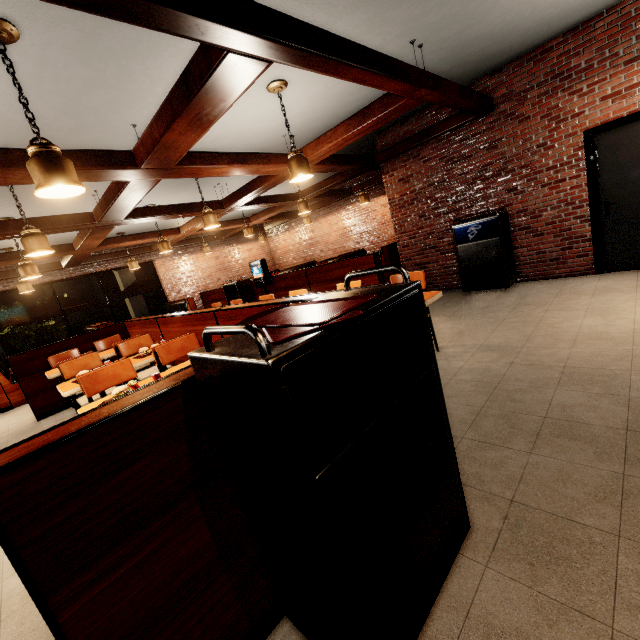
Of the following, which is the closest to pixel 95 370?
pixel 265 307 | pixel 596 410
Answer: pixel 265 307

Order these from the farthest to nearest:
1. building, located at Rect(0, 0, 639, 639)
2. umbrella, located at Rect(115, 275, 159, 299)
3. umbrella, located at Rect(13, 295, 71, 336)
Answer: umbrella, located at Rect(115, 275, 159, 299), umbrella, located at Rect(13, 295, 71, 336), building, located at Rect(0, 0, 639, 639)

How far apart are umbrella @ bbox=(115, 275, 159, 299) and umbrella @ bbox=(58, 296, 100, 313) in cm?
109

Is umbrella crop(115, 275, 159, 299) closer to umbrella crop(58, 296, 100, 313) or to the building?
the building

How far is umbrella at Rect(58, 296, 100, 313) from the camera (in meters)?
9.72

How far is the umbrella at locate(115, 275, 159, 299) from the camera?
11.2 meters

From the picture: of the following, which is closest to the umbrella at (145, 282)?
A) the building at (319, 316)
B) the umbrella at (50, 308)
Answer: the building at (319, 316)

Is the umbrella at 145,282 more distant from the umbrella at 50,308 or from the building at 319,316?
the umbrella at 50,308
